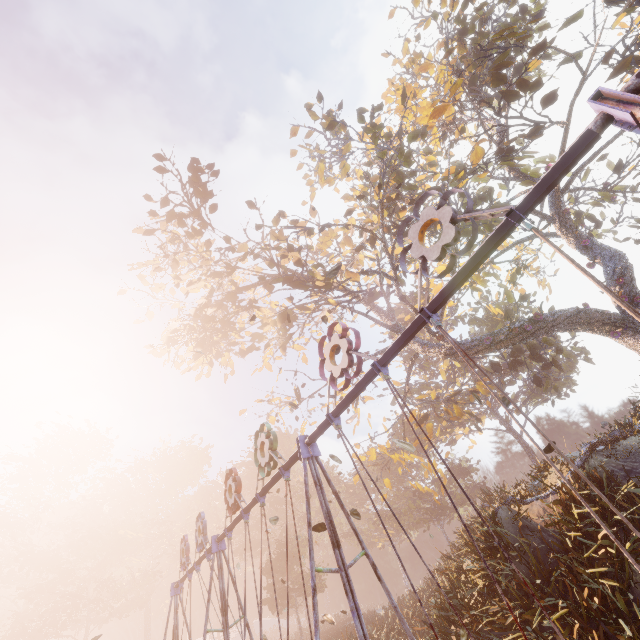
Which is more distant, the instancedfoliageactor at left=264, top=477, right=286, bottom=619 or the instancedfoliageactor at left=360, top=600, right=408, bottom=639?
the instancedfoliageactor at left=264, top=477, right=286, bottom=619

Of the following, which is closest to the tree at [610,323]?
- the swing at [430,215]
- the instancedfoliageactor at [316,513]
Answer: the swing at [430,215]

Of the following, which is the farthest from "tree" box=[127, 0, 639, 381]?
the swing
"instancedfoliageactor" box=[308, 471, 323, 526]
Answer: "instancedfoliageactor" box=[308, 471, 323, 526]

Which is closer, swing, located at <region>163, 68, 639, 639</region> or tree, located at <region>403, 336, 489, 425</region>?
swing, located at <region>163, 68, 639, 639</region>

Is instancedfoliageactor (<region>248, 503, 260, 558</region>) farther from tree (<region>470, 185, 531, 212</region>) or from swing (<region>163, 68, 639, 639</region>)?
tree (<region>470, 185, 531, 212</region>)

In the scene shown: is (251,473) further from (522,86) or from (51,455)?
(522,86)

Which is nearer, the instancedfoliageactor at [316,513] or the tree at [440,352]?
the tree at [440,352]
